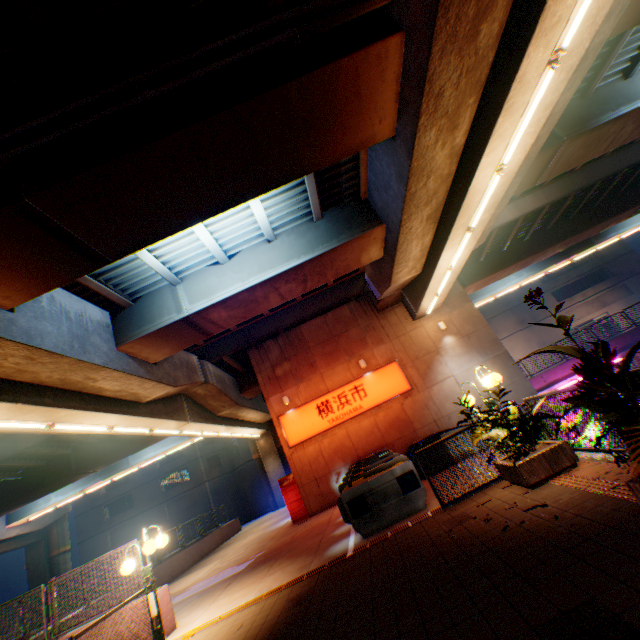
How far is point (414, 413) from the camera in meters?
15.7

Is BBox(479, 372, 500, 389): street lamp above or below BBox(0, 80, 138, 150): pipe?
below

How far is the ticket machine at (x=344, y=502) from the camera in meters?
7.6 m

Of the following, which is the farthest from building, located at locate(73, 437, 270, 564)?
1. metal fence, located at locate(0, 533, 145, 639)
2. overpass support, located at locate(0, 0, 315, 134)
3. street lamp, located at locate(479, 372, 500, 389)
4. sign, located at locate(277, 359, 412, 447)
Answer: street lamp, located at locate(479, 372, 500, 389)

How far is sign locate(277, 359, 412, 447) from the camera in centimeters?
1584cm

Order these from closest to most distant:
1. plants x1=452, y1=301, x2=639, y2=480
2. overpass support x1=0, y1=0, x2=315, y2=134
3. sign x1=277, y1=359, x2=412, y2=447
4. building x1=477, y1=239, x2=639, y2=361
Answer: Result: plants x1=452, y1=301, x2=639, y2=480 < overpass support x1=0, y1=0, x2=315, y2=134 < sign x1=277, y1=359, x2=412, y2=447 < building x1=477, y1=239, x2=639, y2=361

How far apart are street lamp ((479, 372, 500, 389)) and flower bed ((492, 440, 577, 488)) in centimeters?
38cm

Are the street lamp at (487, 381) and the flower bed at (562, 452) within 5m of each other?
yes
